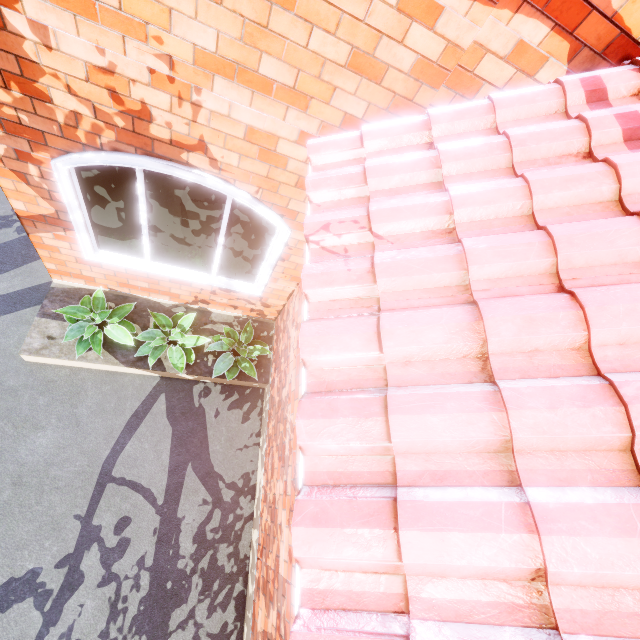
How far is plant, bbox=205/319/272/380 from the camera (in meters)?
4.30

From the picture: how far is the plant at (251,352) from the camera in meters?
4.3

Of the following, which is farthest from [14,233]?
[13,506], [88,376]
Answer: [13,506]
